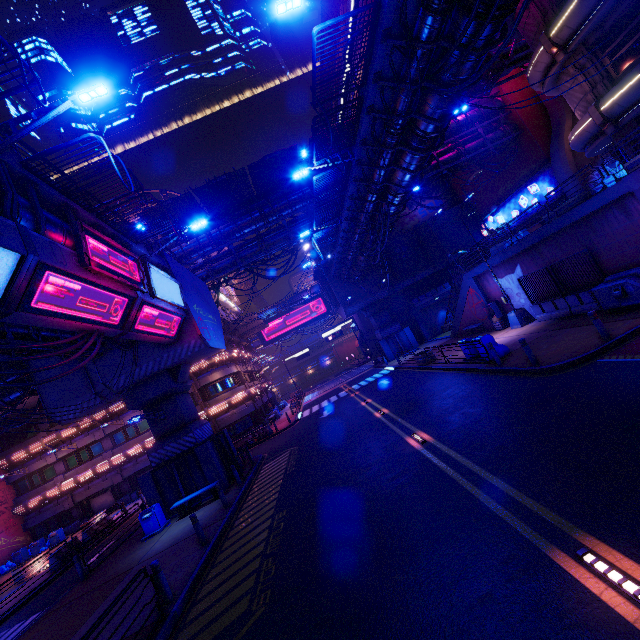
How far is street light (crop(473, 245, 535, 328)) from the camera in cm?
1970

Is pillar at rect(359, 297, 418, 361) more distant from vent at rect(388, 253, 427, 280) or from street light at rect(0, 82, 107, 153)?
street light at rect(0, 82, 107, 153)

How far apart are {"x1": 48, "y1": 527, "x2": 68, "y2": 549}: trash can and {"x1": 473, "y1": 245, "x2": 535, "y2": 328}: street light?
39.58m

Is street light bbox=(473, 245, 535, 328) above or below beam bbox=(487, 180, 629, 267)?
below

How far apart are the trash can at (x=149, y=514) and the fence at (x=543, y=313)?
22.8m

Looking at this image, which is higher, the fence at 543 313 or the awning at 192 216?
the awning at 192 216

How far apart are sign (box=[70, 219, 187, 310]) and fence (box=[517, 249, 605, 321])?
19.0 meters

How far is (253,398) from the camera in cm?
3619
